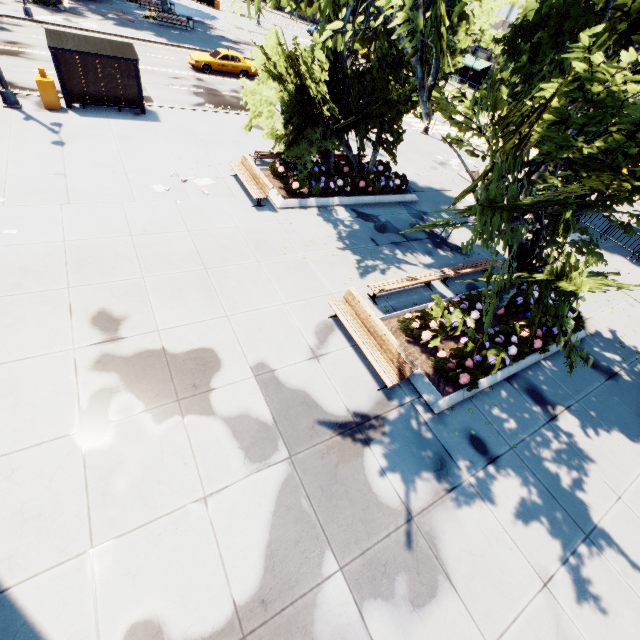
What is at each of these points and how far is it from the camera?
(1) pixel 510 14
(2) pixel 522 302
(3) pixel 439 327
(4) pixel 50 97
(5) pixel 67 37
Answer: (1) building, 48.72m
(2) plant, 11.03m
(3) plant, 9.16m
(4) box, 14.05m
(5) bus stop, 13.93m

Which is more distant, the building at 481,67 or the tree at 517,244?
the building at 481,67

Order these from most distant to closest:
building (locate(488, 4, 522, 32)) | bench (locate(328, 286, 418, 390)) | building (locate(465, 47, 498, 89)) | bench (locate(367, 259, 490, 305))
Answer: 1. building (locate(465, 47, 498, 89))
2. building (locate(488, 4, 522, 32))
3. bench (locate(367, 259, 490, 305))
4. bench (locate(328, 286, 418, 390))

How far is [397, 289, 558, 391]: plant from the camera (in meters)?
8.29

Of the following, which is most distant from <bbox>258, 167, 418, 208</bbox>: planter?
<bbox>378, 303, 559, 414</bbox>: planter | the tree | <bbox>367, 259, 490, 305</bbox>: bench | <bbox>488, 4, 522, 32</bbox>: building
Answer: <bbox>488, 4, 522, 32</bbox>: building

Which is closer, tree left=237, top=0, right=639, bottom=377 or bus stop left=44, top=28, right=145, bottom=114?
tree left=237, top=0, right=639, bottom=377

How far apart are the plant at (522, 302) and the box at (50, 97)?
20.0m

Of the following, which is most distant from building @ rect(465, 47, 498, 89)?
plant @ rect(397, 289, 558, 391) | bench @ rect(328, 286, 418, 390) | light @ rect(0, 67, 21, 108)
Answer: bench @ rect(328, 286, 418, 390)
